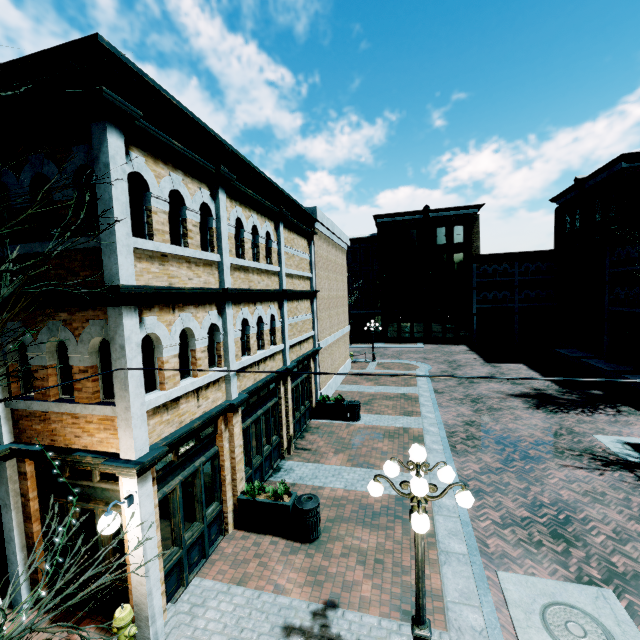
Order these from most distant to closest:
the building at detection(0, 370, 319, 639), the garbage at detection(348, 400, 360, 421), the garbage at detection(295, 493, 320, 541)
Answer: the garbage at detection(348, 400, 360, 421) → the garbage at detection(295, 493, 320, 541) → the building at detection(0, 370, 319, 639)

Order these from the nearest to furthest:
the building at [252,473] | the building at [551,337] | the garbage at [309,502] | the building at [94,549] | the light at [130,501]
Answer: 1. the light at [130,501]
2. the building at [252,473]
3. the building at [94,549]
4. the garbage at [309,502]
5. the building at [551,337]

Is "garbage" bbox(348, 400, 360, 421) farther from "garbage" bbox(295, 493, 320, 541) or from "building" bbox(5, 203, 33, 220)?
"garbage" bbox(295, 493, 320, 541)

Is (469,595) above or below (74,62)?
below

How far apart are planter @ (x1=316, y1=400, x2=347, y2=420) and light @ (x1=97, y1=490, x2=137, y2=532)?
10.54m

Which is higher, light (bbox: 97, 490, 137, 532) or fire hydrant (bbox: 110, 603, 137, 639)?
light (bbox: 97, 490, 137, 532)

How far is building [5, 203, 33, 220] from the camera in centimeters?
557cm

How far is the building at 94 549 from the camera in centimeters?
597cm
